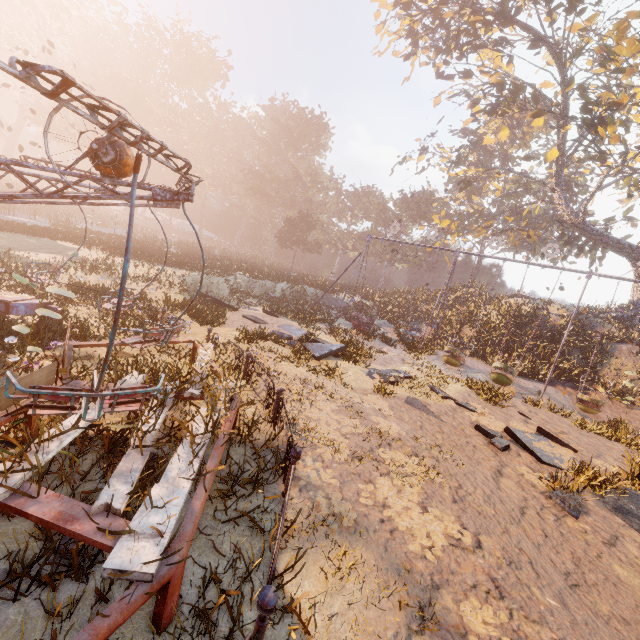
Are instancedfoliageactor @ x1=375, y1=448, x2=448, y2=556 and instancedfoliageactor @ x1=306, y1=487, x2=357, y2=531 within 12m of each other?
yes

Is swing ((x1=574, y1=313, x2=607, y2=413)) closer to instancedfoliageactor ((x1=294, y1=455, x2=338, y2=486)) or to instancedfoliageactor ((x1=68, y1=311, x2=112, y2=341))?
instancedfoliageactor ((x1=294, y1=455, x2=338, y2=486))

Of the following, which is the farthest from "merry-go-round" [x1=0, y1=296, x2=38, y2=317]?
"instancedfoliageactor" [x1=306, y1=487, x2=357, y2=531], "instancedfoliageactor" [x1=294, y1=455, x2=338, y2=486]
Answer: "instancedfoliageactor" [x1=306, y1=487, x2=357, y2=531]

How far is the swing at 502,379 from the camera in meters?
14.9

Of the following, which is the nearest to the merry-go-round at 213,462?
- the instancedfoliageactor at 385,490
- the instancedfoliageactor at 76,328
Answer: the instancedfoliageactor at 76,328

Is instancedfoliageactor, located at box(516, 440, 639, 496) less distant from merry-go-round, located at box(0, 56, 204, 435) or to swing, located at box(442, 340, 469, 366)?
swing, located at box(442, 340, 469, 366)

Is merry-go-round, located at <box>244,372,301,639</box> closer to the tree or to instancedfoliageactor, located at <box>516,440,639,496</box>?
instancedfoliageactor, located at <box>516,440,639,496</box>

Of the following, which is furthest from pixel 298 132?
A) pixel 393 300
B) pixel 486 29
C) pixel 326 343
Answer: pixel 326 343
